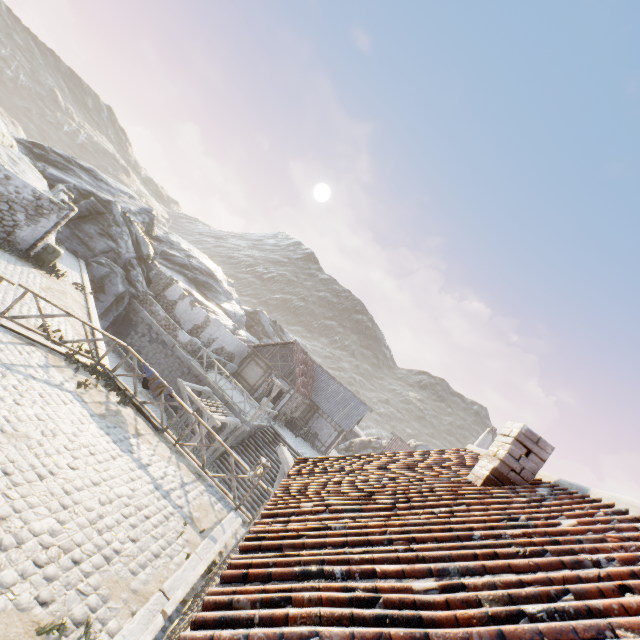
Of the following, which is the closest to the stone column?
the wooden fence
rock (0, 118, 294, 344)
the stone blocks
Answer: rock (0, 118, 294, 344)

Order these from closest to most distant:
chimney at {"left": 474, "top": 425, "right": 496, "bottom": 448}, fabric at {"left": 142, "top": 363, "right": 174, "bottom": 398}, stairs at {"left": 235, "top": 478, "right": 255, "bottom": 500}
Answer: fabric at {"left": 142, "top": 363, "right": 174, "bottom": 398} → stairs at {"left": 235, "top": 478, "right": 255, "bottom": 500} → chimney at {"left": 474, "top": 425, "right": 496, "bottom": 448}

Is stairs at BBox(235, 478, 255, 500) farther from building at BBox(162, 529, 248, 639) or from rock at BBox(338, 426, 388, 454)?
building at BBox(162, 529, 248, 639)

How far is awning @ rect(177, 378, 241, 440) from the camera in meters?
16.9

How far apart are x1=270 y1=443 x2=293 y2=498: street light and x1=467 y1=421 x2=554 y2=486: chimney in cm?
351

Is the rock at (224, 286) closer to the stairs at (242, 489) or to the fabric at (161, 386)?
the stairs at (242, 489)

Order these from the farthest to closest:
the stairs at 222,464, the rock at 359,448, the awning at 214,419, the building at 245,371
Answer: the rock at 359,448, the building at 245,371, the stairs at 222,464, the awning at 214,419

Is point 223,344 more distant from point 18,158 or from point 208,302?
point 18,158
